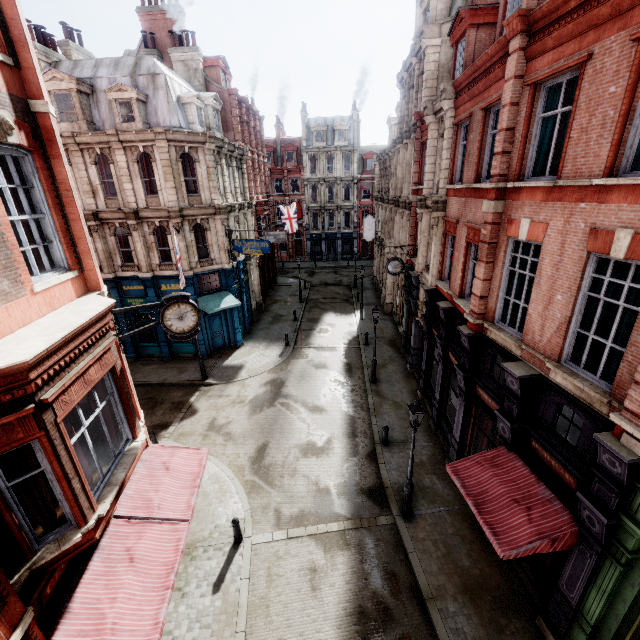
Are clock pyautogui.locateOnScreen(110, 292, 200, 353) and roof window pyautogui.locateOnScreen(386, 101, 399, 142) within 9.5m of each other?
no

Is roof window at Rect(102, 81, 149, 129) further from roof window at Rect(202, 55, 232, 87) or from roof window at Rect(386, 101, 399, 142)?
roof window at Rect(386, 101, 399, 142)

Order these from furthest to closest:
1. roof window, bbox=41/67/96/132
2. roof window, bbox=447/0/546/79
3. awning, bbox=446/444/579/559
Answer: roof window, bbox=41/67/96/132, roof window, bbox=447/0/546/79, awning, bbox=446/444/579/559

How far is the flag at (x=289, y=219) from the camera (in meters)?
34.60

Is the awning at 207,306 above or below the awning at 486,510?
above

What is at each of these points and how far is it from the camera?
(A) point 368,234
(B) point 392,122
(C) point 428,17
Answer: (A) sign, 31.7m
(B) roof window, 30.3m
(C) roof window, 18.5m

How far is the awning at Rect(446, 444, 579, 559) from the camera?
7.0 meters

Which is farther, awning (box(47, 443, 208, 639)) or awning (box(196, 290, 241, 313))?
awning (box(196, 290, 241, 313))
